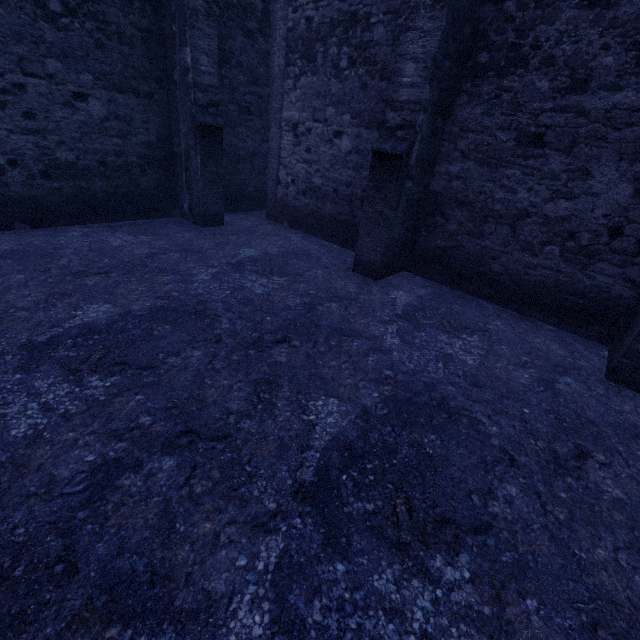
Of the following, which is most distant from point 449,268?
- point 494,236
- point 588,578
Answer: point 588,578
